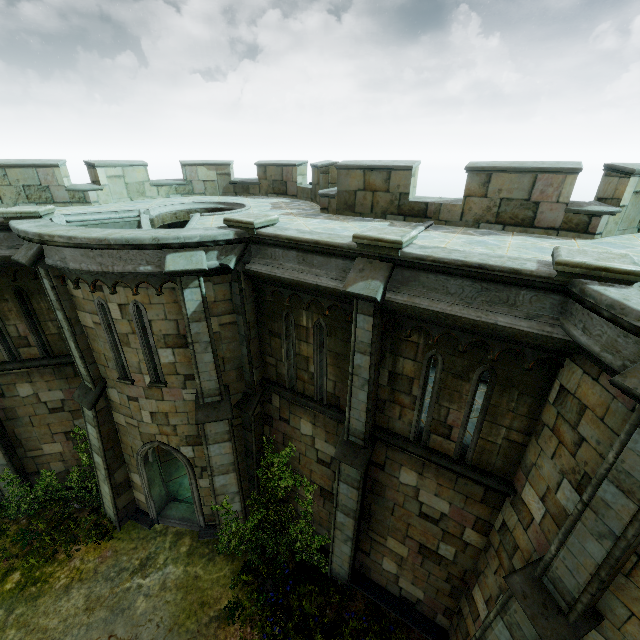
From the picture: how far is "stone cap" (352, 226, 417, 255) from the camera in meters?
5.6

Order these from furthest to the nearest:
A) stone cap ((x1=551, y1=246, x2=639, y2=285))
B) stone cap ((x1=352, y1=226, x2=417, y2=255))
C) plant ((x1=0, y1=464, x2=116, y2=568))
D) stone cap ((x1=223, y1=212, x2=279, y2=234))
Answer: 1. plant ((x1=0, y1=464, x2=116, y2=568))
2. stone cap ((x1=223, y1=212, x2=279, y2=234))
3. stone cap ((x1=352, y1=226, x2=417, y2=255))
4. stone cap ((x1=551, y1=246, x2=639, y2=285))

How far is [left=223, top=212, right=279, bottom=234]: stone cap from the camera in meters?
7.2

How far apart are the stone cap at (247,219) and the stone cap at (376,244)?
2.43m

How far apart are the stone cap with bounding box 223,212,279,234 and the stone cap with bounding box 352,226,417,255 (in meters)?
2.43

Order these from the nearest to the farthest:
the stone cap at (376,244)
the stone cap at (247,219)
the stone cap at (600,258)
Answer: the stone cap at (600,258) → the stone cap at (376,244) → the stone cap at (247,219)

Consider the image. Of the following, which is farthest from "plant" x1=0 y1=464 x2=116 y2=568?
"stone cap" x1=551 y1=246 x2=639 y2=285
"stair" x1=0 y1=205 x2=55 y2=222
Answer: "stone cap" x1=551 y1=246 x2=639 y2=285

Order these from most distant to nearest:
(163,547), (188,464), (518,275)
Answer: (163,547) → (188,464) → (518,275)
